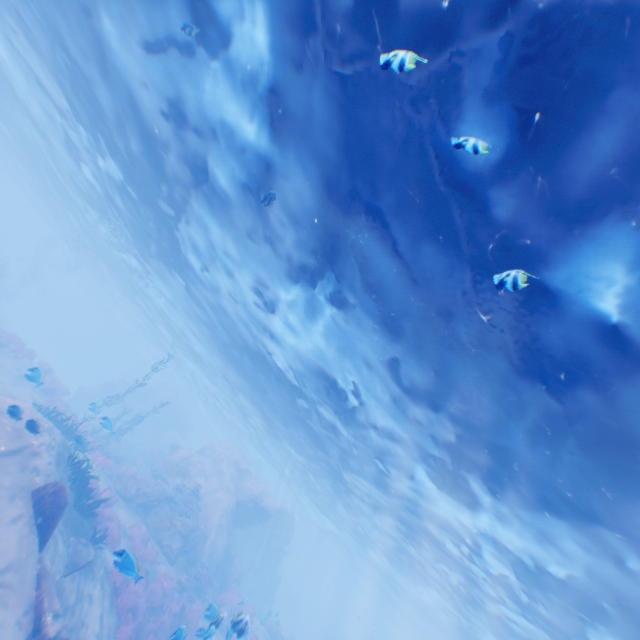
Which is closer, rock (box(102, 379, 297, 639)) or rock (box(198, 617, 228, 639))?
rock (box(198, 617, 228, 639))

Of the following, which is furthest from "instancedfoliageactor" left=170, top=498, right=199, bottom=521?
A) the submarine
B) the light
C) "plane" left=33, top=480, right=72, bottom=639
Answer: the submarine

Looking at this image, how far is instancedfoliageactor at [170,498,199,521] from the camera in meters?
20.6 m

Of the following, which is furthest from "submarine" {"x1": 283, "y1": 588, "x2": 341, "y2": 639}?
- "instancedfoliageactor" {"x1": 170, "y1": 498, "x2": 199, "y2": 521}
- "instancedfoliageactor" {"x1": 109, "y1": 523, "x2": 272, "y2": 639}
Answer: "instancedfoliageactor" {"x1": 170, "y1": 498, "x2": 199, "y2": 521}

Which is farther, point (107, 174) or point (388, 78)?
point (107, 174)

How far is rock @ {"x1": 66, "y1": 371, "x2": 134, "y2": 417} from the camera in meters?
38.5 m

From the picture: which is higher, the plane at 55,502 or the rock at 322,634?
the rock at 322,634

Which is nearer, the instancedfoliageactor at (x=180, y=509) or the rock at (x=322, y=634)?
the instancedfoliageactor at (x=180, y=509)
